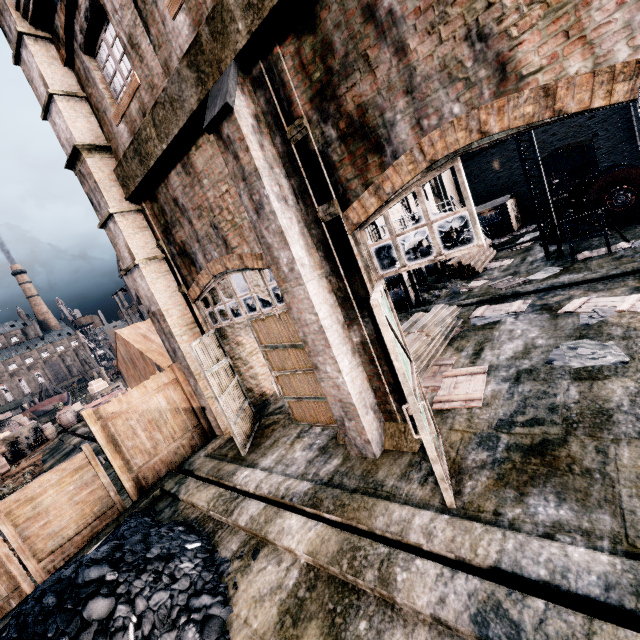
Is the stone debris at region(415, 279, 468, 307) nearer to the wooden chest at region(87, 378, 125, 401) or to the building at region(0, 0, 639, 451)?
the building at region(0, 0, 639, 451)

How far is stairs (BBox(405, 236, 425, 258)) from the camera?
16.4m

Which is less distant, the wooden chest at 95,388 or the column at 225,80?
the column at 225,80

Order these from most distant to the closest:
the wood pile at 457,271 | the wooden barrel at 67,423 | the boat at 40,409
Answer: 1. the boat at 40,409
2. the wooden barrel at 67,423
3. the wood pile at 457,271

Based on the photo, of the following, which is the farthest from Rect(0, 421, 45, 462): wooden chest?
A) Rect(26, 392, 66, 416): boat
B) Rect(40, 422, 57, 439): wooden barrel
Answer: Rect(26, 392, 66, 416): boat

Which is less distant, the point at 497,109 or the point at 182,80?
the point at 497,109

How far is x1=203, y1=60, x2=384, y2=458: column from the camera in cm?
585

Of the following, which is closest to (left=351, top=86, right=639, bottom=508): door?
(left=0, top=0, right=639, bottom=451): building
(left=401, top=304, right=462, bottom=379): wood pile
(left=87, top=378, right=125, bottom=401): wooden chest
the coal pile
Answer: (left=0, top=0, right=639, bottom=451): building
